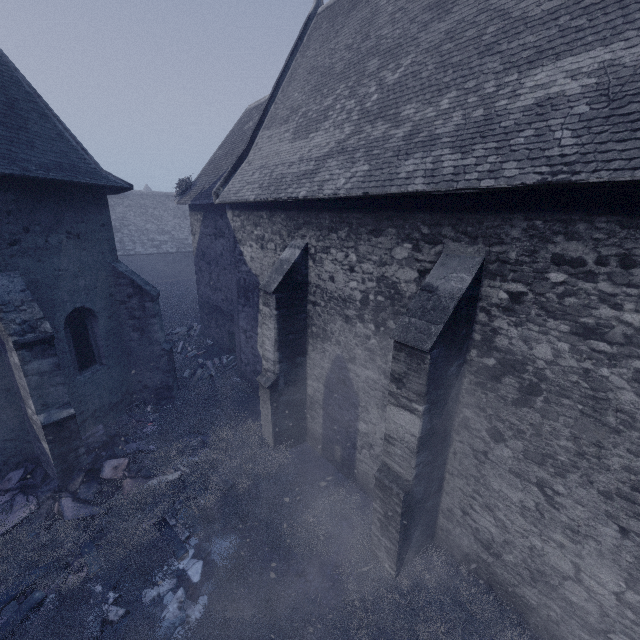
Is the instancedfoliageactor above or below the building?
below

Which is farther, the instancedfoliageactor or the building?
the instancedfoliageactor

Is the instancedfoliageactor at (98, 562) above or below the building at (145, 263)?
below

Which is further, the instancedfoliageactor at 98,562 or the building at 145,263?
the instancedfoliageactor at 98,562

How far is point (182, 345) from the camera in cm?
1585
